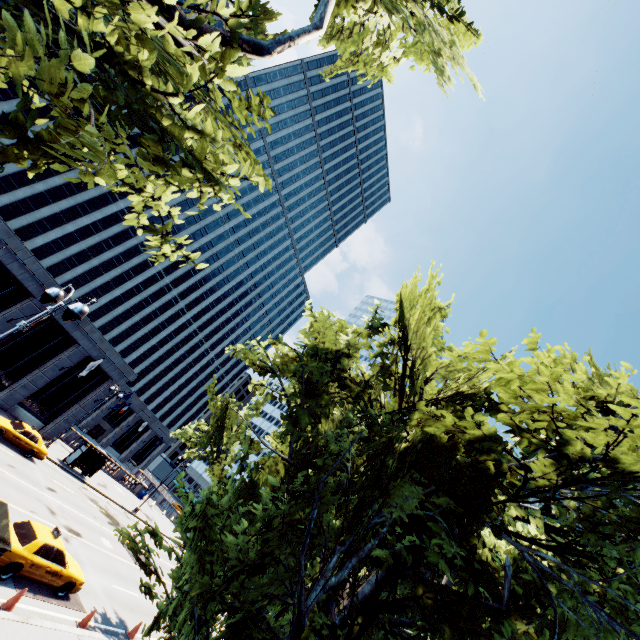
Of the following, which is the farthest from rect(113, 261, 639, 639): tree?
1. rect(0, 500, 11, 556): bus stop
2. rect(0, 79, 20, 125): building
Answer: rect(0, 79, 20, 125): building

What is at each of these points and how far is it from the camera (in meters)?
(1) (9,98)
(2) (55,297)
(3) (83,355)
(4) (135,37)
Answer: (1) building, 40.12
(2) light, 8.99
(3) building, 32.69
(4) tree, 2.82

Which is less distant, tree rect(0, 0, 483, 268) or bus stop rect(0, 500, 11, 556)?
tree rect(0, 0, 483, 268)

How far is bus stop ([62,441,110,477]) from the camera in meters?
30.8

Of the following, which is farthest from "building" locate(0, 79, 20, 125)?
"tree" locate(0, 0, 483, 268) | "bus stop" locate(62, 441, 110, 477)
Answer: "tree" locate(0, 0, 483, 268)

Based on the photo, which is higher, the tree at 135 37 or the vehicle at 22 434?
the tree at 135 37

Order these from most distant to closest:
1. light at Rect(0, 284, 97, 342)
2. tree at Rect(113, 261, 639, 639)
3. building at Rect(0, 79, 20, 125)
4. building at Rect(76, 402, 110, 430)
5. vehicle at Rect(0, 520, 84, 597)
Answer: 1. building at Rect(76, 402, 110, 430)
2. building at Rect(0, 79, 20, 125)
3. vehicle at Rect(0, 520, 84, 597)
4. light at Rect(0, 284, 97, 342)
5. tree at Rect(113, 261, 639, 639)

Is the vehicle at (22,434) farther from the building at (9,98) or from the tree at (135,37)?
the tree at (135,37)
